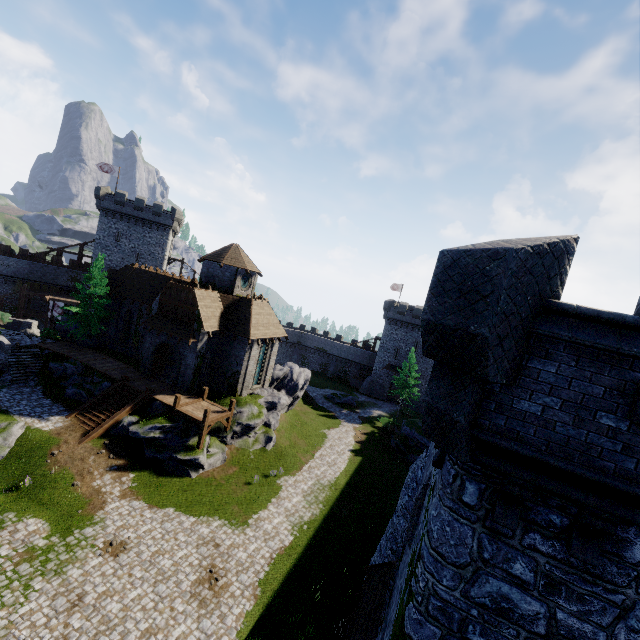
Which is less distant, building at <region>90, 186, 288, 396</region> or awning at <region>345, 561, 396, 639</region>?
awning at <region>345, 561, 396, 639</region>

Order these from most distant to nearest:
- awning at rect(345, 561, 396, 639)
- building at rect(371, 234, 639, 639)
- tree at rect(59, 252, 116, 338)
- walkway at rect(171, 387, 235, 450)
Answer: tree at rect(59, 252, 116, 338) → walkway at rect(171, 387, 235, 450) → awning at rect(345, 561, 396, 639) → building at rect(371, 234, 639, 639)

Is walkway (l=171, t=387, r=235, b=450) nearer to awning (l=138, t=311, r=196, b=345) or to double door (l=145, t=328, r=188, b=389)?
double door (l=145, t=328, r=188, b=389)

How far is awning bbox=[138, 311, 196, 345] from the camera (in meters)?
27.16

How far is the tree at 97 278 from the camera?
32.09m

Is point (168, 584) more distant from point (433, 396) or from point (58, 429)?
point (433, 396)

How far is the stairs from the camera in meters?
27.0

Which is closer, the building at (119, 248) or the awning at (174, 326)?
the awning at (174, 326)
